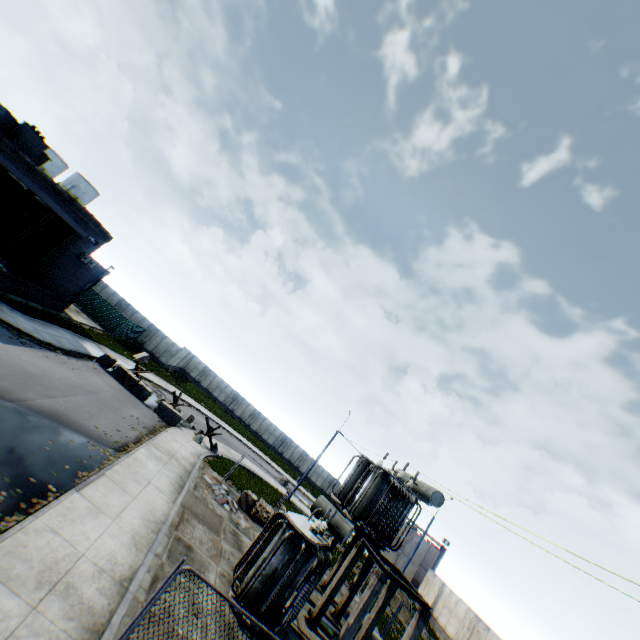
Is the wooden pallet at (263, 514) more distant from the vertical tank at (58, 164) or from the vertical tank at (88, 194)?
the vertical tank at (58, 164)

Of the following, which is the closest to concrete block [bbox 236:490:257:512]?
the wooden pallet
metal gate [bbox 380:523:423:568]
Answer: the wooden pallet

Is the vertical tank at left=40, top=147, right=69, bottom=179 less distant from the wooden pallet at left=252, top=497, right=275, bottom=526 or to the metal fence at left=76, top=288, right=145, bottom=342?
the metal fence at left=76, top=288, right=145, bottom=342

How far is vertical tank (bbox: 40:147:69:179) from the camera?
47.81m

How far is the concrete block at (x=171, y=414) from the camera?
22.5m

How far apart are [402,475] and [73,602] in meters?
16.3 m

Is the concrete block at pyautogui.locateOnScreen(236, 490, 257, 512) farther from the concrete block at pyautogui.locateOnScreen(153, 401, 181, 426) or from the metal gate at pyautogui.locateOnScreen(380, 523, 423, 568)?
the metal gate at pyautogui.locateOnScreen(380, 523, 423, 568)

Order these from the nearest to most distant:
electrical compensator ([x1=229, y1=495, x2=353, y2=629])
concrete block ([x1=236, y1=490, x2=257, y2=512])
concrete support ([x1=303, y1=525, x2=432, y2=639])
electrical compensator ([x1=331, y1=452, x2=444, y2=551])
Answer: electrical compensator ([x1=229, y1=495, x2=353, y2=629]) < concrete support ([x1=303, y1=525, x2=432, y2=639]) < electrical compensator ([x1=331, y1=452, x2=444, y2=551]) < concrete block ([x1=236, y1=490, x2=257, y2=512])
